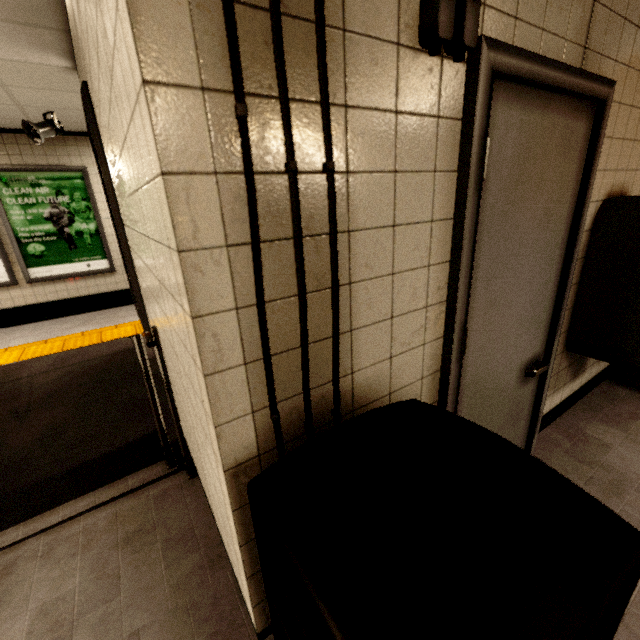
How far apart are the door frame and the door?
0.0m

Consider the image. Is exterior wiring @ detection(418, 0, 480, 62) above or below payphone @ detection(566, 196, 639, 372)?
above

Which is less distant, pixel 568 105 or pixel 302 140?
pixel 302 140

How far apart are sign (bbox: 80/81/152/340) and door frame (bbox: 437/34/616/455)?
2.21m

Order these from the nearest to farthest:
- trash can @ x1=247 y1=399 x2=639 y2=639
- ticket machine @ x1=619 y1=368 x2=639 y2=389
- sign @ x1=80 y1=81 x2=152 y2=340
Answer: trash can @ x1=247 y1=399 x2=639 y2=639, sign @ x1=80 y1=81 x2=152 y2=340, ticket machine @ x1=619 y1=368 x2=639 y2=389

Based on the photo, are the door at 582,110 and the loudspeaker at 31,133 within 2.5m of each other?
no

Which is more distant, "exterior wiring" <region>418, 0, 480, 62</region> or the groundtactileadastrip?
the groundtactileadastrip

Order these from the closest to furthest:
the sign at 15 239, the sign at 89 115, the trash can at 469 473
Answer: the trash can at 469 473 → the sign at 89 115 → the sign at 15 239
